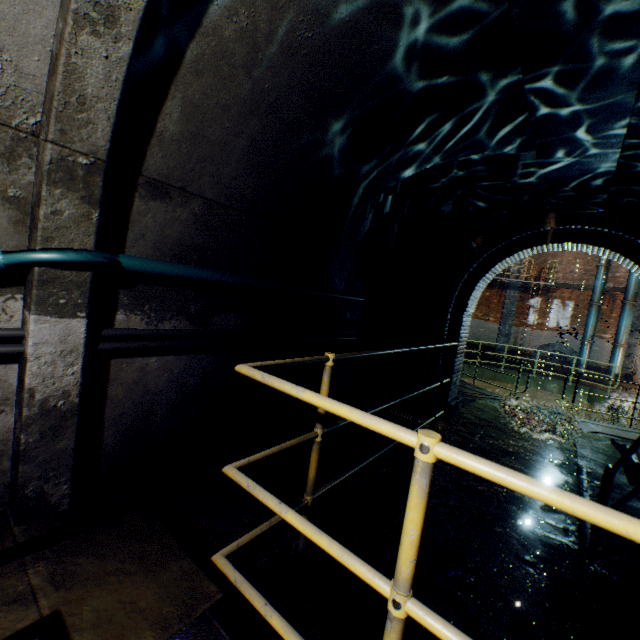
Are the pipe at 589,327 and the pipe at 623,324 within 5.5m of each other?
yes

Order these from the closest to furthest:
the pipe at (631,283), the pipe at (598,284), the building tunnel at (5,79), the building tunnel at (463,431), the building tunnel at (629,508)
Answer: the building tunnel at (5,79), the building tunnel at (629,508), the building tunnel at (463,431), the pipe at (631,283), the pipe at (598,284)

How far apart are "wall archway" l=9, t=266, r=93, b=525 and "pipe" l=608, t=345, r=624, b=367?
20.79m

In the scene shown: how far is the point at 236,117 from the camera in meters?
2.4 m

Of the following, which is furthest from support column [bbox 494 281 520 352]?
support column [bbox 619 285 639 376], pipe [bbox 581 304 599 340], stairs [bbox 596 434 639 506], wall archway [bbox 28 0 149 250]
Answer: wall archway [bbox 28 0 149 250]

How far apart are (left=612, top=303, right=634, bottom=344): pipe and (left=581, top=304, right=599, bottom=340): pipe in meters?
0.8

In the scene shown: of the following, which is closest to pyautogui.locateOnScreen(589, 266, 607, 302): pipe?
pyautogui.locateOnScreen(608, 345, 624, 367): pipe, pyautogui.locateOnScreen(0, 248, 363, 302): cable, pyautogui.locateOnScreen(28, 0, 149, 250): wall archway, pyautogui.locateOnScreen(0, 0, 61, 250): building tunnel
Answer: pyautogui.locateOnScreen(608, 345, 624, 367): pipe

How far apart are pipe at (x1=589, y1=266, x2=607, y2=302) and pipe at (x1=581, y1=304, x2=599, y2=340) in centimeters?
9cm
